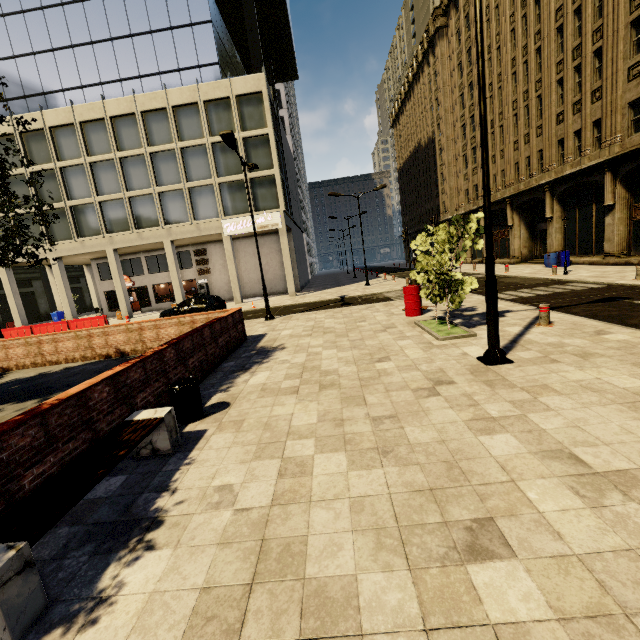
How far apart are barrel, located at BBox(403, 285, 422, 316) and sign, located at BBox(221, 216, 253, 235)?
16.2m

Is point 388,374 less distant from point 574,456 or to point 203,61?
point 574,456

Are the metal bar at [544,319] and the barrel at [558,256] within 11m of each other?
no

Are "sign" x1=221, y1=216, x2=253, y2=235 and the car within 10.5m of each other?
yes

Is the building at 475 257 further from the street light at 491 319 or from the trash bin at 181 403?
the trash bin at 181 403

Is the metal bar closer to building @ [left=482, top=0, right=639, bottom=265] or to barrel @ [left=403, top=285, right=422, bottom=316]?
barrel @ [left=403, top=285, right=422, bottom=316]

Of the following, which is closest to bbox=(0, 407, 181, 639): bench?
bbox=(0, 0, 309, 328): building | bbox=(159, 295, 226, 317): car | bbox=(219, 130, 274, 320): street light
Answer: bbox=(219, 130, 274, 320): street light

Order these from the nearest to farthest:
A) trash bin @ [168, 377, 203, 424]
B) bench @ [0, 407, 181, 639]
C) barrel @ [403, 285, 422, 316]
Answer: bench @ [0, 407, 181, 639] < trash bin @ [168, 377, 203, 424] < barrel @ [403, 285, 422, 316]
